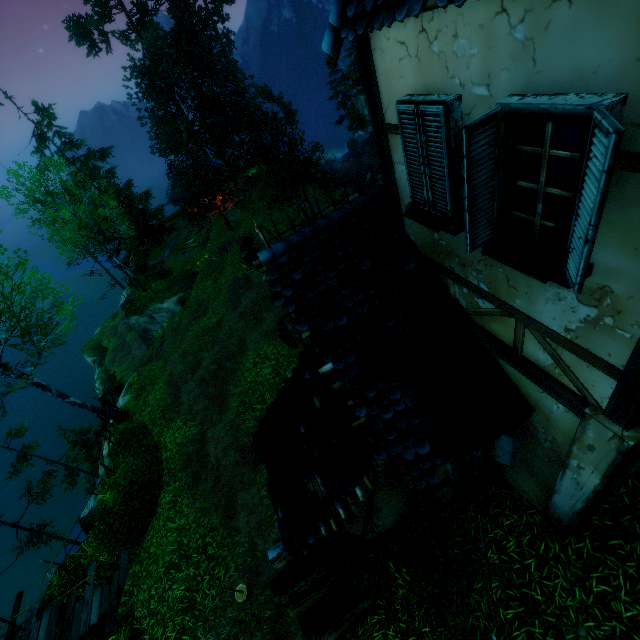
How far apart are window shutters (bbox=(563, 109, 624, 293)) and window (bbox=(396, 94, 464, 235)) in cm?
50

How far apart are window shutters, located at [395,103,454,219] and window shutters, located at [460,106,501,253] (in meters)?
0.57

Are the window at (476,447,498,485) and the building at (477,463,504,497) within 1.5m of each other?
yes

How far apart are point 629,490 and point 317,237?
7.2m

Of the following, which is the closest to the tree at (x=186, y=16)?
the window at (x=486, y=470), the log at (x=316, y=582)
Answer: the log at (x=316, y=582)

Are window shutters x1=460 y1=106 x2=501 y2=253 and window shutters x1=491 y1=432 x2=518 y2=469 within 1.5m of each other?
no

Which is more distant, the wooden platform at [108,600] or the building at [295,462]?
the wooden platform at [108,600]
